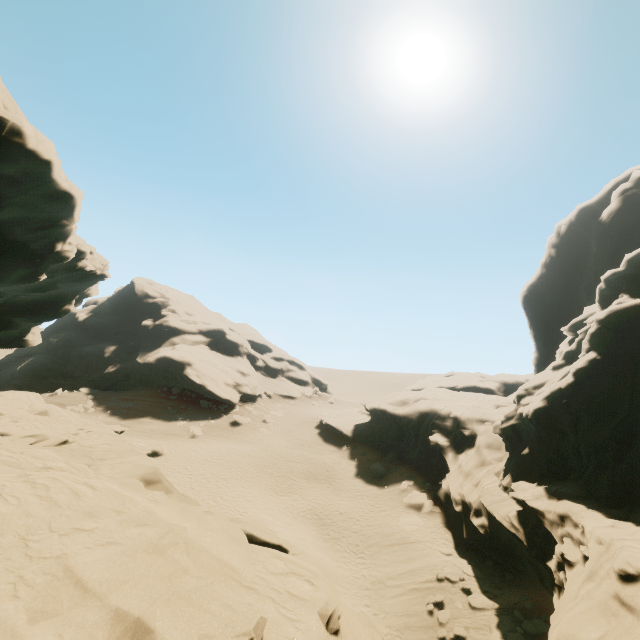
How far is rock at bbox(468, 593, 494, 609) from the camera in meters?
14.6 m

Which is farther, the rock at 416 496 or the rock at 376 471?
the rock at 376 471

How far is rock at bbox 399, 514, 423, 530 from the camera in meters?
21.0

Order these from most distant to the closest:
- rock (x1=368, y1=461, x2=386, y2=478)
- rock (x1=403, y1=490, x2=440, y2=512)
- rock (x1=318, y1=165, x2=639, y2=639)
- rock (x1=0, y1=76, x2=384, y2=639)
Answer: rock (x1=368, y1=461, x2=386, y2=478) < rock (x1=403, y1=490, x2=440, y2=512) < rock (x1=318, y1=165, x2=639, y2=639) < rock (x1=0, y1=76, x2=384, y2=639)

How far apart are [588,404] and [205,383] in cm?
3888

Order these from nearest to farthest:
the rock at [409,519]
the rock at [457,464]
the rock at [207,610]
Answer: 1. the rock at [207,610]
2. the rock at [457,464]
3. the rock at [409,519]

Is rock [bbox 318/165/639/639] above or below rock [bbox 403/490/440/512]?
above

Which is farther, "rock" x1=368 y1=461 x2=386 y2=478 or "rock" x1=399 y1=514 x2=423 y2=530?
"rock" x1=368 y1=461 x2=386 y2=478
